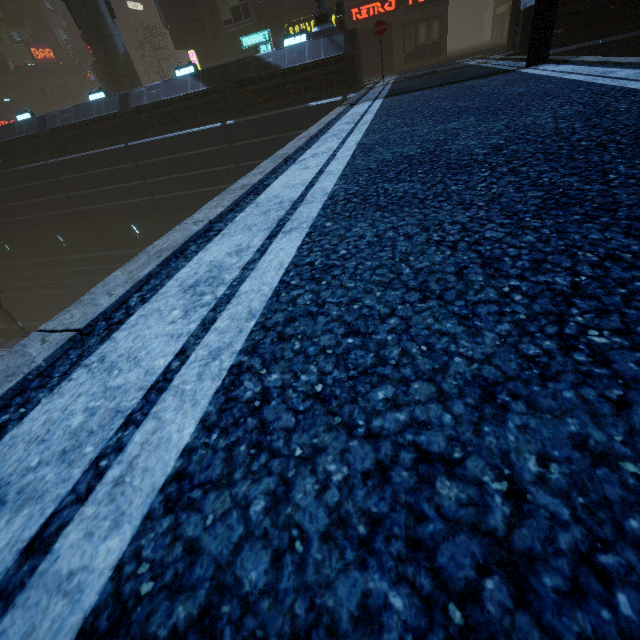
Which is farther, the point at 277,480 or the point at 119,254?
the point at 119,254

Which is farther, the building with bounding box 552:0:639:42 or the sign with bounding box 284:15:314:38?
the sign with bounding box 284:15:314:38

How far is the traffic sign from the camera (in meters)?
11.08

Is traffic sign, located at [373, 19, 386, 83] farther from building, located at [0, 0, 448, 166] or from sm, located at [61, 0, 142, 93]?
sm, located at [61, 0, 142, 93]

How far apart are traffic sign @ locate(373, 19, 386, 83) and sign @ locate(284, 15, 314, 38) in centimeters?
1292cm

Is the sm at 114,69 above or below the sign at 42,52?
below

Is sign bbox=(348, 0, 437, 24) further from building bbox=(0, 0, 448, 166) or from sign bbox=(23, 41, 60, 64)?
sign bbox=(23, 41, 60, 64)

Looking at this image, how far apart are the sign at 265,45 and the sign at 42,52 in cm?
3671
